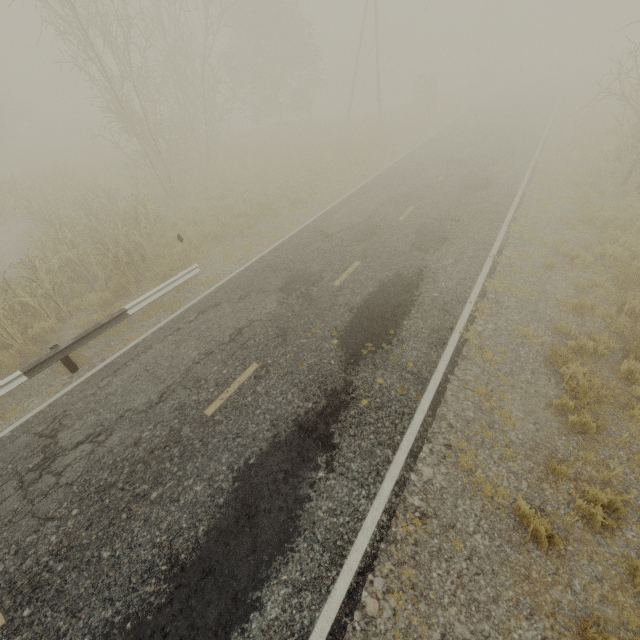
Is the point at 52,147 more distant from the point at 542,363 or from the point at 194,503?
the point at 542,363
